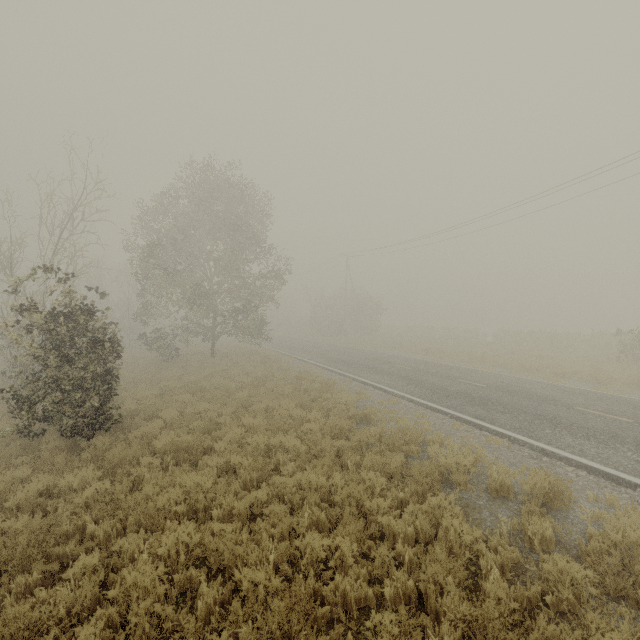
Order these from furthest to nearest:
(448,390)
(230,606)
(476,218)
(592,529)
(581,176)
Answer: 1. (476,218)
2. (581,176)
3. (448,390)
4. (592,529)
5. (230,606)
